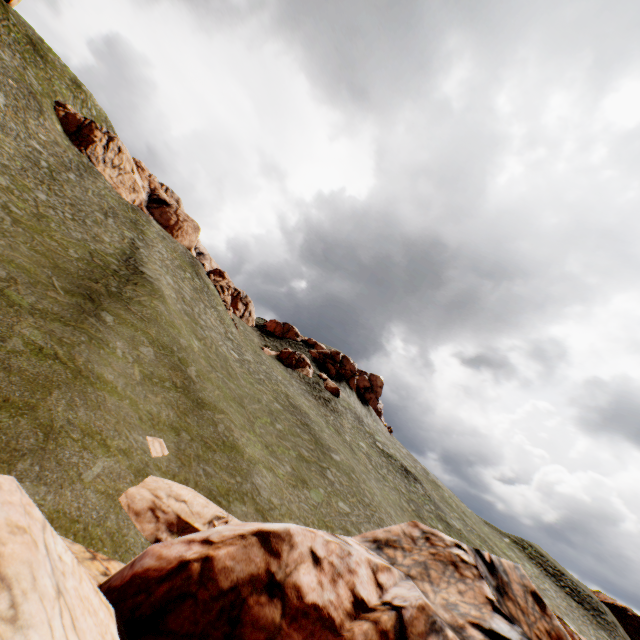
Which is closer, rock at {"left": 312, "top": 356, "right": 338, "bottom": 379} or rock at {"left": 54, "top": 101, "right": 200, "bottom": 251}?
rock at {"left": 54, "top": 101, "right": 200, "bottom": 251}

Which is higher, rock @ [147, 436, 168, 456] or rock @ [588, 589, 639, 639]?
rock @ [588, 589, 639, 639]

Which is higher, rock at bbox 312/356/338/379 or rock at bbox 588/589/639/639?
rock at bbox 312/356/338/379

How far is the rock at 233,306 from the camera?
49.6m

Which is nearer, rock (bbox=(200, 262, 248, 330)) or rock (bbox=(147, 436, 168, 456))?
rock (bbox=(147, 436, 168, 456))

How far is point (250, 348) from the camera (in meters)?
44.44
